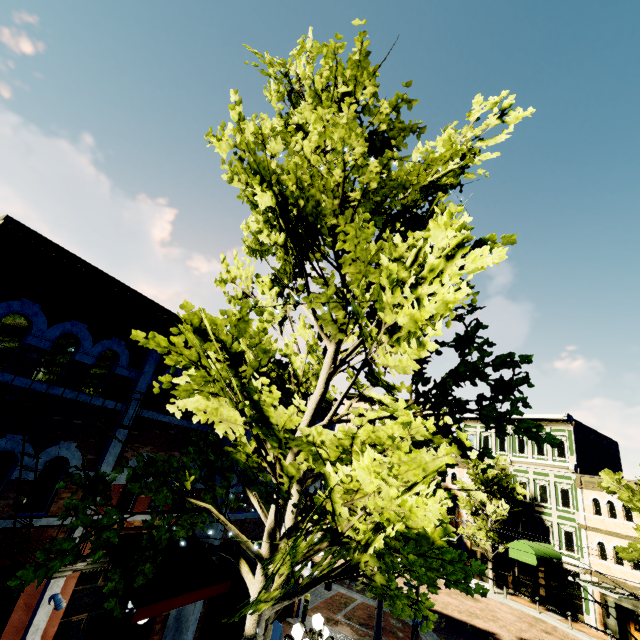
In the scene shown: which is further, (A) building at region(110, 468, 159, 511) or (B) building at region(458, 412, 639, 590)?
(B) building at region(458, 412, 639, 590)

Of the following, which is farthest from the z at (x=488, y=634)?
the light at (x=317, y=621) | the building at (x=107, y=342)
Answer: the light at (x=317, y=621)

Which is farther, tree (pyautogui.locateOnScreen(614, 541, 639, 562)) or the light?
tree (pyautogui.locateOnScreen(614, 541, 639, 562))

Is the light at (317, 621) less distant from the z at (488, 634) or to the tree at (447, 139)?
the tree at (447, 139)

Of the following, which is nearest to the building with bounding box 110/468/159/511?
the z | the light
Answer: the z

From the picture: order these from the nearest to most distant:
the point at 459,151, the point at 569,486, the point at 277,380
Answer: the point at 277,380 < the point at 459,151 < the point at 569,486

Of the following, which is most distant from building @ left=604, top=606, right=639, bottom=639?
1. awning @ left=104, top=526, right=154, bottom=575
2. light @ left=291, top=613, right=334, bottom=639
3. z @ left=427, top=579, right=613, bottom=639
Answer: awning @ left=104, top=526, right=154, bottom=575
